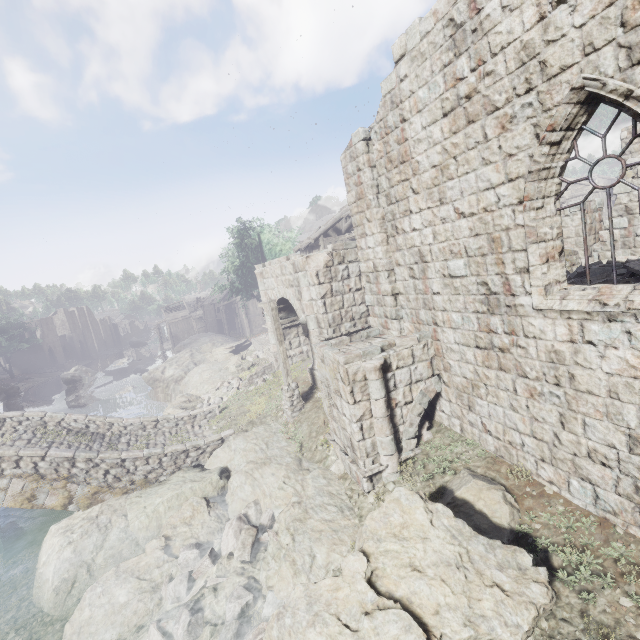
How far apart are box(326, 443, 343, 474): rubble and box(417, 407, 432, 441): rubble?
1.6 meters

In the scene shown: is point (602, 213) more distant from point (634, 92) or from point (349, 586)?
point (349, 586)

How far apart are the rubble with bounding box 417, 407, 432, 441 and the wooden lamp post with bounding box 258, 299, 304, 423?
5.4m

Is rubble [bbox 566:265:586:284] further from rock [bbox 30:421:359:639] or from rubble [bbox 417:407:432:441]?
rock [bbox 30:421:359:639]

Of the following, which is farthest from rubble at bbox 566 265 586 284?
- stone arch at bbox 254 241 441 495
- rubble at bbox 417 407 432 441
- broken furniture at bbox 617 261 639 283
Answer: rubble at bbox 417 407 432 441

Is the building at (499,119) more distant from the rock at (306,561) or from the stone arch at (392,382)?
the rock at (306,561)

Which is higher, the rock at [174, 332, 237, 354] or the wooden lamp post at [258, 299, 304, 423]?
the wooden lamp post at [258, 299, 304, 423]

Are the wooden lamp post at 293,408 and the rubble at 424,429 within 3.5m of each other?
no
